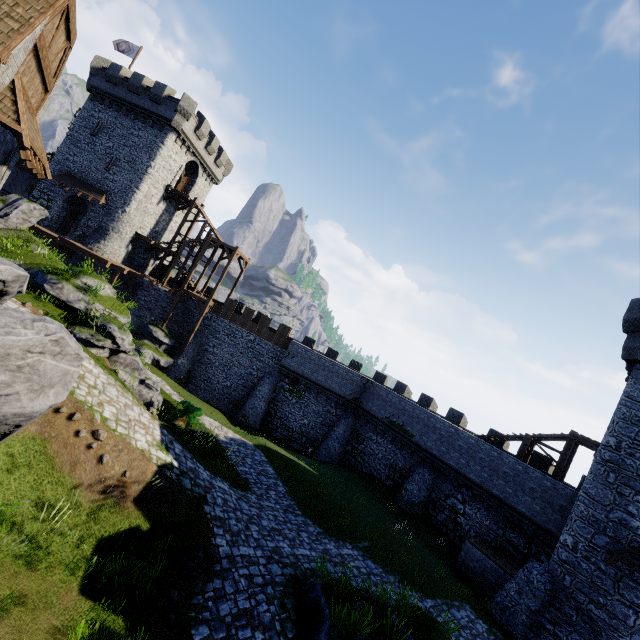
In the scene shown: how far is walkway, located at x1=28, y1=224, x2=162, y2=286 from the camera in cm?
2672

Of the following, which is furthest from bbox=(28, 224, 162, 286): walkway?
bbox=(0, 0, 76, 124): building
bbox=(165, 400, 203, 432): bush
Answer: bbox=(165, 400, 203, 432): bush

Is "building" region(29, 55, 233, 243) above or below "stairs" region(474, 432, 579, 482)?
above

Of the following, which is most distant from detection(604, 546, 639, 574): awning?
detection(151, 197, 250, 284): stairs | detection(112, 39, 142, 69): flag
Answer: detection(112, 39, 142, 69): flag

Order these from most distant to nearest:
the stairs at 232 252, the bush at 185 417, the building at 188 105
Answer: the stairs at 232 252
the building at 188 105
the bush at 185 417

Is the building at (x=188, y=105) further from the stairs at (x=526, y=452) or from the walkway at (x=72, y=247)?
the stairs at (x=526, y=452)

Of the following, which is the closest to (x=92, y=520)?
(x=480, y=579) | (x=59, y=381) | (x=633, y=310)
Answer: (x=59, y=381)

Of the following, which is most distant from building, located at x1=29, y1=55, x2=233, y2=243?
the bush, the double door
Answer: the bush
